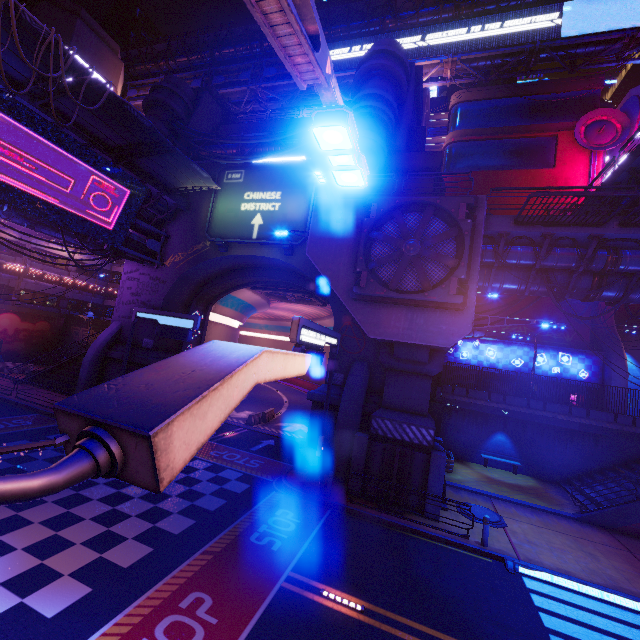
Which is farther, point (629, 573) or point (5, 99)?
point (5, 99)

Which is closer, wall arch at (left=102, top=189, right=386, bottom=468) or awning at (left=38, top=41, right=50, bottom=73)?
awning at (left=38, top=41, right=50, bottom=73)

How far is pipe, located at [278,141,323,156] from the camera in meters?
21.4

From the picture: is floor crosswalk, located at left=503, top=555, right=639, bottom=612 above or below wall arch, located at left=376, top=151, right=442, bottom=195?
below

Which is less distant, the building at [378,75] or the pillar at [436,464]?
the pillar at [436,464]

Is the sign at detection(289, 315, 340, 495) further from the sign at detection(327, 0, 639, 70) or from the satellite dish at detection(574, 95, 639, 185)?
the sign at detection(327, 0, 639, 70)

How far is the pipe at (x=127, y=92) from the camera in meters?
48.6 m

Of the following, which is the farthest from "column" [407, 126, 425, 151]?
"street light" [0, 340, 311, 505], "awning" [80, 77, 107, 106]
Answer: "street light" [0, 340, 311, 505]
